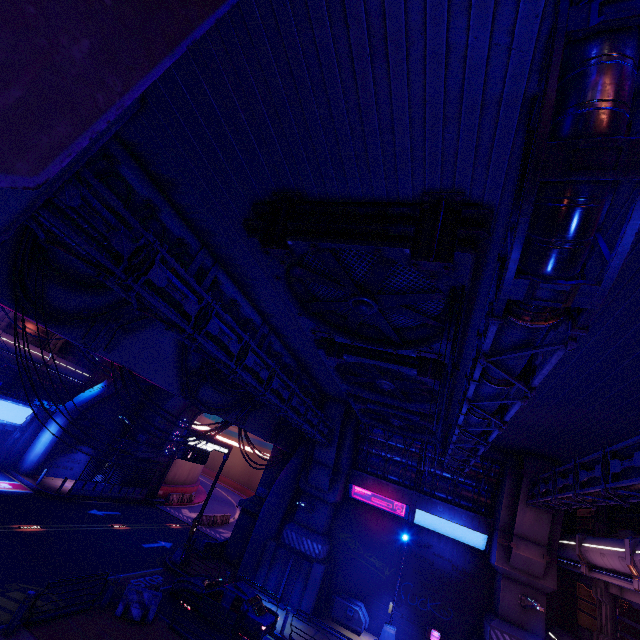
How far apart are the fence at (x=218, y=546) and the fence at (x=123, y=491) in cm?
1032

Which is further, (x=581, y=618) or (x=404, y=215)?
(x=581, y=618)

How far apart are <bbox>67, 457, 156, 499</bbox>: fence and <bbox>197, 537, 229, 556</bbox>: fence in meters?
10.3 m

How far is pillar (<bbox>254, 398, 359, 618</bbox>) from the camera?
19.8m

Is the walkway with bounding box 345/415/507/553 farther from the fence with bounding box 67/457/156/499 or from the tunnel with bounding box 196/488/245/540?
the fence with bounding box 67/457/156/499

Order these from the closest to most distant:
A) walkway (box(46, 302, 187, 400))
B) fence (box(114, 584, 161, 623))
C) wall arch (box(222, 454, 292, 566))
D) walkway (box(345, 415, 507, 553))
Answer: walkway (box(46, 302, 187, 400))
fence (box(114, 584, 161, 623))
walkway (box(345, 415, 507, 553))
wall arch (box(222, 454, 292, 566))

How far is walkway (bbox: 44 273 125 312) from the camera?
9.1m

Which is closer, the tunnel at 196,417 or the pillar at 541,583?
the pillar at 541,583
